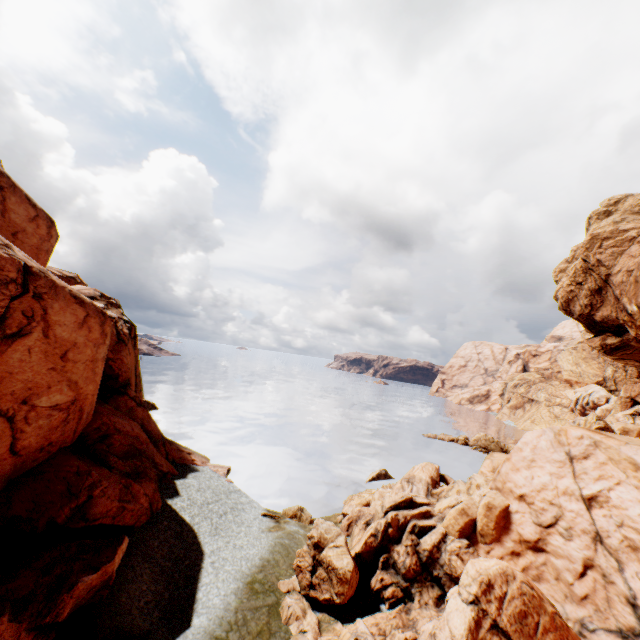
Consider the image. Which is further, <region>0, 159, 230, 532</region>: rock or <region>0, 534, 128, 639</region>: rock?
<region>0, 159, 230, 532</region>: rock

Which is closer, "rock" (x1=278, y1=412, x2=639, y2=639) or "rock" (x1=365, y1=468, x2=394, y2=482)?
"rock" (x1=278, y1=412, x2=639, y2=639)

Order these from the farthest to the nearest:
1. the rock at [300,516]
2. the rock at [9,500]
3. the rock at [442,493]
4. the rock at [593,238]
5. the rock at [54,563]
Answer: A:
the rock at [593,238]
the rock at [300,516]
the rock at [9,500]
the rock at [442,493]
the rock at [54,563]

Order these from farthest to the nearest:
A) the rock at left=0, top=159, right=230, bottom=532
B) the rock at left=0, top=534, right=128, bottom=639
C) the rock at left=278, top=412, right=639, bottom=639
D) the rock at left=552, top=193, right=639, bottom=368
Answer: the rock at left=552, top=193, right=639, bottom=368 → the rock at left=0, top=159, right=230, bottom=532 → the rock at left=278, top=412, right=639, bottom=639 → the rock at left=0, top=534, right=128, bottom=639

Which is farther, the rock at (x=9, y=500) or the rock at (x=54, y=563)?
the rock at (x=9, y=500)

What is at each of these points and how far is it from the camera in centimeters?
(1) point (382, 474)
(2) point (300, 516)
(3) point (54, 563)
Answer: (1) rock, 3503cm
(2) rock, 2395cm
(3) rock, 1128cm

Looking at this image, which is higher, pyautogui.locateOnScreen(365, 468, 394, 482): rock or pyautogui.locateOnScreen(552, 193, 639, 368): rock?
pyautogui.locateOnScreen(552, 193, 639, 368): rock
